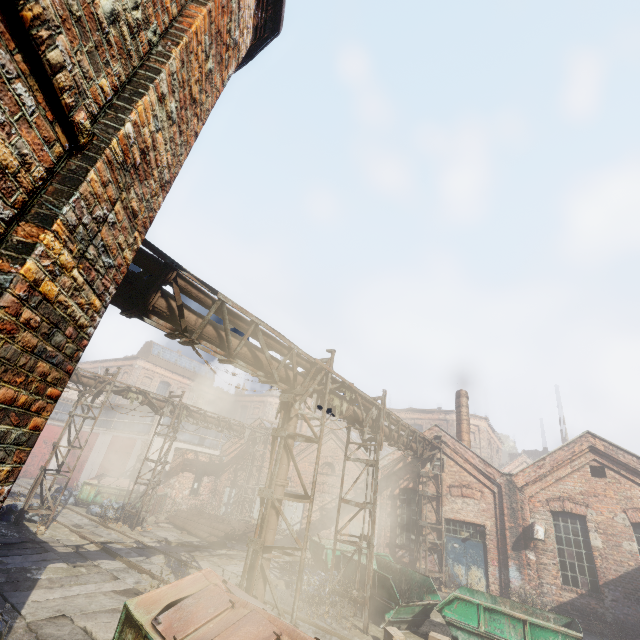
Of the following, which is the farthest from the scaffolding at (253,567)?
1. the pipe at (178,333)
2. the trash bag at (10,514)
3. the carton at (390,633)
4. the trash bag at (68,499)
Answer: the trash bag at (68,499)

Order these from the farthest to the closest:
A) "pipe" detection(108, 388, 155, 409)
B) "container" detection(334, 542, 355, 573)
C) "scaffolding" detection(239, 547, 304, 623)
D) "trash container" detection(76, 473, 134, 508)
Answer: "trash container" detection(76, 473, 134, 508) < "pipe" detection(108, 388, 155, 409) < "container" detection(334, 542, 355, 573) < "scaffolding" detection(239, 547, 304, 623)

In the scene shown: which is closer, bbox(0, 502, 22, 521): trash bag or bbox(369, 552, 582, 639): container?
bbox(369, 552, 582, 639): container

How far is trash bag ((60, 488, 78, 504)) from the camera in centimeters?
1933cm

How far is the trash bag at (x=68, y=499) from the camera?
19.3m

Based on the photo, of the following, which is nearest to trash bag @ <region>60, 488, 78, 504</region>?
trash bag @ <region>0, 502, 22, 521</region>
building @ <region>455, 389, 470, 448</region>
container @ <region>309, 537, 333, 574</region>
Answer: trash bag @ <region>0, 502, 22, 521</region>

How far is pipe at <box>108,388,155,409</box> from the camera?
16.3m

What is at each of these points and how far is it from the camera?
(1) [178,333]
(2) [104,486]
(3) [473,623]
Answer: (1) pipe, 5.77m
(2) trash container, 19.59m
(3) container, 8.97m
